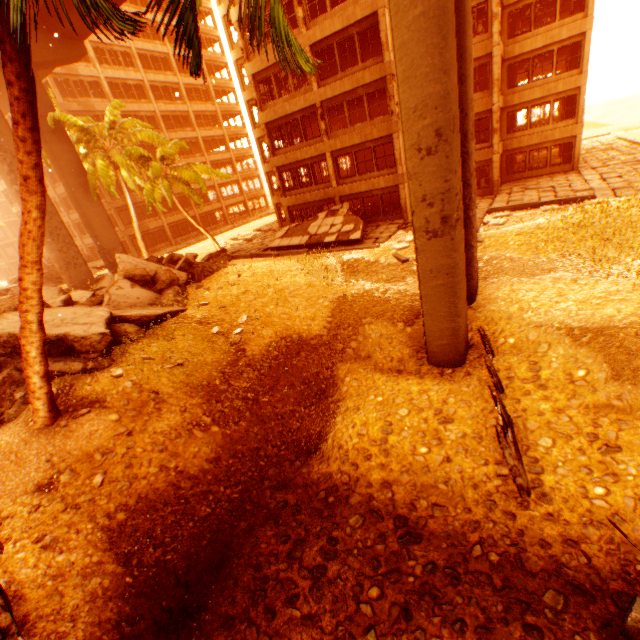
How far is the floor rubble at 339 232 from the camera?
20.8m

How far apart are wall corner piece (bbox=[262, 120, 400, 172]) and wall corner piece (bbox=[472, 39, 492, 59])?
2.07m

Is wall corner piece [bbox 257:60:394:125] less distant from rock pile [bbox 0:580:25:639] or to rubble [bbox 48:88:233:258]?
rubble [bbox 48:88:233:258]

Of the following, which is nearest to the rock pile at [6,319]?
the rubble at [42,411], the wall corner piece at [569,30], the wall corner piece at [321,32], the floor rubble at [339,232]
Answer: the rubble at [42,411]

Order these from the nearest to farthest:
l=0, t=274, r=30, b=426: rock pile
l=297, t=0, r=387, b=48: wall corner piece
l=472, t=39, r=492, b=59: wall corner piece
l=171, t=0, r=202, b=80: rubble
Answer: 1. l=171, t=0, r=202, b=80: rubble
2. l=0, t=274, r=30, b=426: rock pile
3. l=297, t=0, r=387, b=48: wall corner piece
4. l=472, t=39, r=492, b=59: wall corner piece

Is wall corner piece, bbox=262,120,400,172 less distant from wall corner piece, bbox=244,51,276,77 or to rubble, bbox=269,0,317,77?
rubble, bbox=269,0,317,77

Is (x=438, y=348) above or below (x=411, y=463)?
above

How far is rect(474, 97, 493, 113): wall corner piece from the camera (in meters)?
20.89
